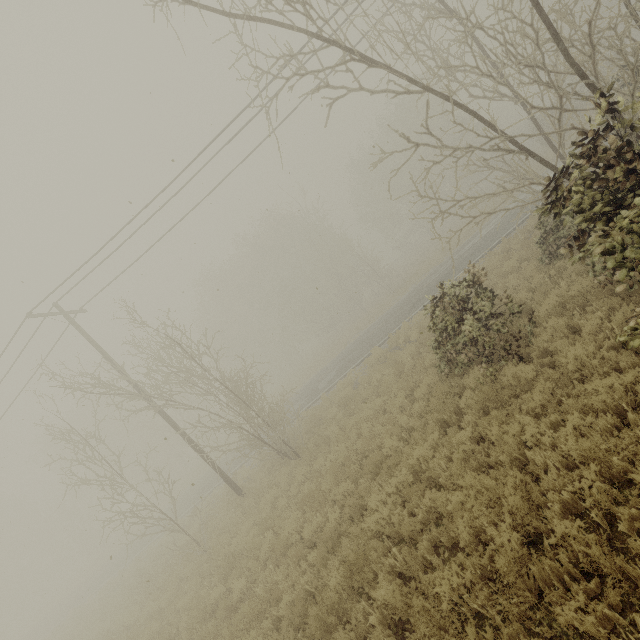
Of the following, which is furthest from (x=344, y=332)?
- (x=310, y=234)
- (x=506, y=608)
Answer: (x=506, y=608)
